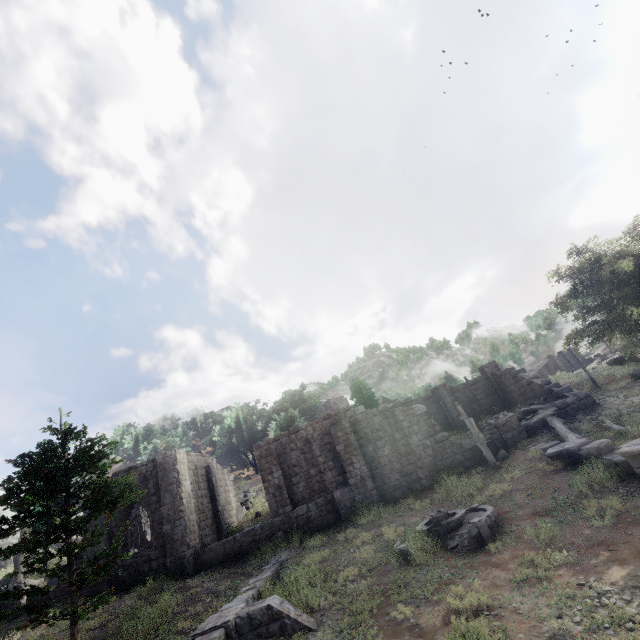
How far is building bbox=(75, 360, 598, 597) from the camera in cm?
1830

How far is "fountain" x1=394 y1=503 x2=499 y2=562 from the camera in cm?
1067

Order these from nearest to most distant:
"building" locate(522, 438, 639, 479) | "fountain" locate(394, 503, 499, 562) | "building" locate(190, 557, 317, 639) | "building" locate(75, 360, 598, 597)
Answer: "building" locate(190, 557, 317, 639), "building" locate(522, 438, 639, 479), "fountain" locate(394, 503, 499, 562), "building" locate(75, 360, 598, 597)

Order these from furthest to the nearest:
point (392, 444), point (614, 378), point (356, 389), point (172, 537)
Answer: point (356, 389), point (614, 378), point (392, 444), point (172, 537)

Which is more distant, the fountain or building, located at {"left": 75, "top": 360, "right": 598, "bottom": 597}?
building, located at {"left": 75, "top": 360, "right": 598, "bottom": 597}

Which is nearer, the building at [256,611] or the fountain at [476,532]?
the building at [256,611]

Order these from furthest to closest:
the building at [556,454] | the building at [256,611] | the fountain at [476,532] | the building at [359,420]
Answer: the building at [359,420] < the fountain at [476,532] < the building at [556,454] < the building at [256,611]
